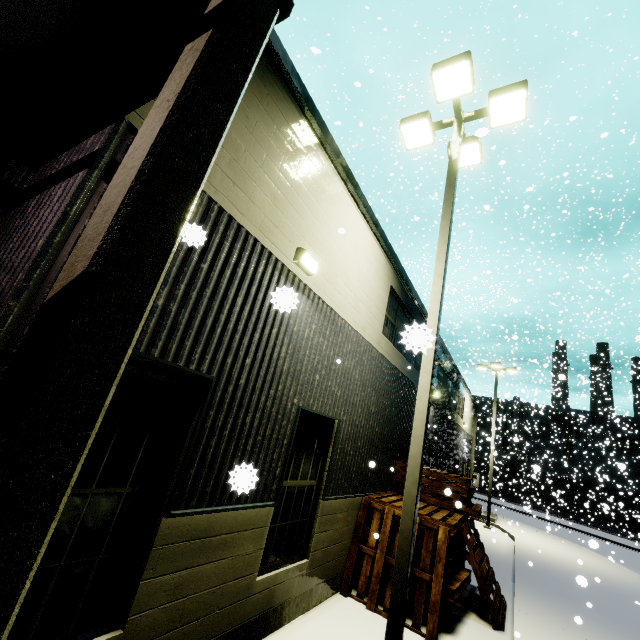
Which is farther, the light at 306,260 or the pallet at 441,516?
the pallet at 441,516

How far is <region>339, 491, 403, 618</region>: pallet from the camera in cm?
661

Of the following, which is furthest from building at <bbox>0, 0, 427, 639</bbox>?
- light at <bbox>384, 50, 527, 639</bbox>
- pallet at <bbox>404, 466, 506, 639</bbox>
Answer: light at <bbox>384, 50, 527, 639</bbox>

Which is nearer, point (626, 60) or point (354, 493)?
point (354, 493)

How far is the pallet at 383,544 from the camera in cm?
661

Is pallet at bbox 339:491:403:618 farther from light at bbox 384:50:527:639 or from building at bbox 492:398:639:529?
light at bbox 384:50:527:639

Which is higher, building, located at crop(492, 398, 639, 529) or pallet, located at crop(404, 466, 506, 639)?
building, located at crop(492, 398, 639, 529)
